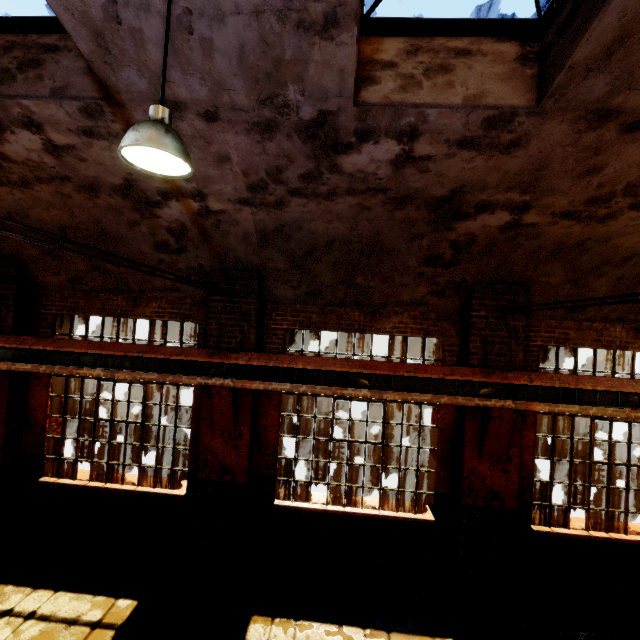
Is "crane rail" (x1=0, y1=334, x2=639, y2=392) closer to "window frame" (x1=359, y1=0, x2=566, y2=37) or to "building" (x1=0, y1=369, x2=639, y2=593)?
"building" (x1=0, y1=369, x2=639, y2=593)

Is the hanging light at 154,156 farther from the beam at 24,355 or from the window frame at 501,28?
the beam at 24,355

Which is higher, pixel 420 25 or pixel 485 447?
pixel 420 25

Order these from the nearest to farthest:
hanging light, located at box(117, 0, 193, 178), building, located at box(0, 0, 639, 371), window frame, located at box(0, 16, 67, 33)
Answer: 1. hanging light, located at box(117, 0, 193, 178)
2. building, located at box(0, 0, 639, 371)
3. window frame, located at box(0, 16, 67, 33)

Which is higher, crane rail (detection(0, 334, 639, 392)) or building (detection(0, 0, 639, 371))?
building (detection(0, 0, 639, 371))

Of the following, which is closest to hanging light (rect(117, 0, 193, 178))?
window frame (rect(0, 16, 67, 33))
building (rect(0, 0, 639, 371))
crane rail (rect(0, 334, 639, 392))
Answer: building (rect(0, 0, 639, 371))

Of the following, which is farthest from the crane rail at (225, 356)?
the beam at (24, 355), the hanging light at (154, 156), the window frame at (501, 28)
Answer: the window frame at (501, 28)
